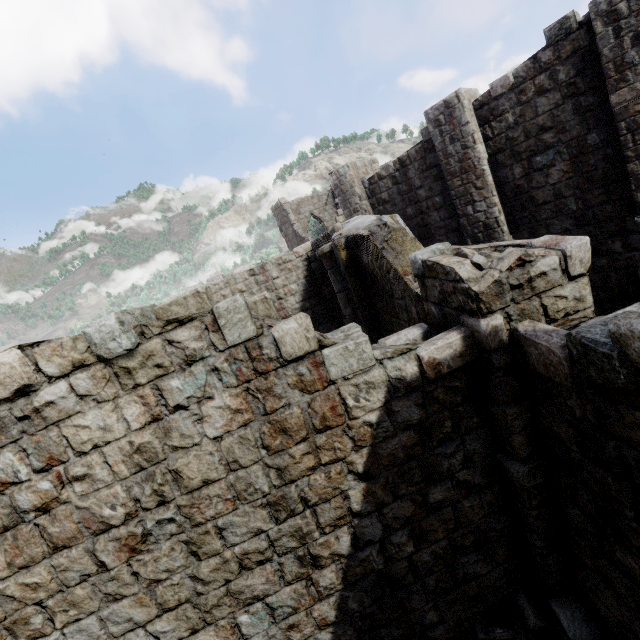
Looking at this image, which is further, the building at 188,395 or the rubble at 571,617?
the rubble at 571,617

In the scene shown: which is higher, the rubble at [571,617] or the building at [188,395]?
the building at [188,395]

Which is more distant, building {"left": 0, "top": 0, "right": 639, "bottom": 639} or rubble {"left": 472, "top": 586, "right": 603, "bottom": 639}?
rubble {"left": 472, "top": 586, "right": 603, "bottom": 639}

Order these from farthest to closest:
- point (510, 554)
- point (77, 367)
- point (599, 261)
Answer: point (599, 261)
point (510, 554)
point (77, 367)

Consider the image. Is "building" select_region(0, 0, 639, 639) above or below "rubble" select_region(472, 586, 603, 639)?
above
